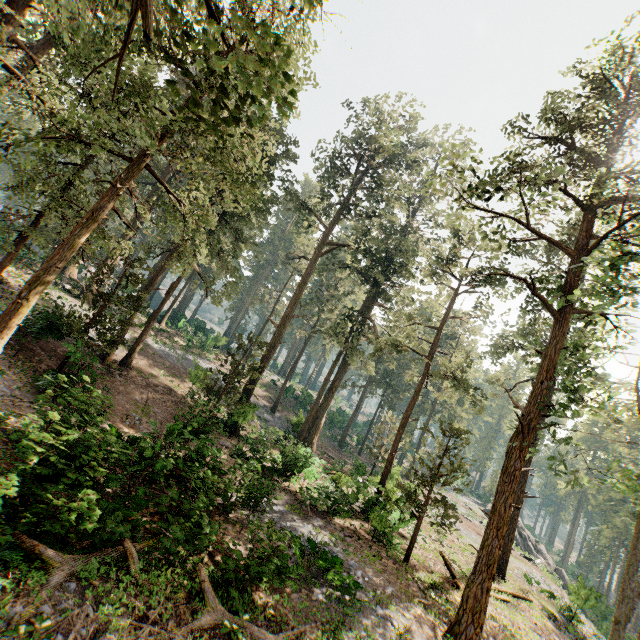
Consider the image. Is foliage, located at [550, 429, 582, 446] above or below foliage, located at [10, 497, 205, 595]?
above

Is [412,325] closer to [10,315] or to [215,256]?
[10,315]

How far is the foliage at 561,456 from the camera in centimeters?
1175cm

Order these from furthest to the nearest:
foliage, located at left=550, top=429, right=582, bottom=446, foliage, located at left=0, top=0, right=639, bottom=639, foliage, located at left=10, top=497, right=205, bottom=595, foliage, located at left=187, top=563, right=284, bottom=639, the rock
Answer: the rock < foliage, located at left=550, top=429, right=582, bottom=446 < foliage, located at left=0, top=0, right=639, bottom=639 < foliage, located at left=187, top=563, right=284, bottom=639 < foliage, located at left=10, top=497, right=205, bottom=595

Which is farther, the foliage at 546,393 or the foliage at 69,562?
the foliage at 546,393

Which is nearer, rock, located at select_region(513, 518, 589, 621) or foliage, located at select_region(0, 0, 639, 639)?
foliage, located at select_region(0, 0, 639, 639)
